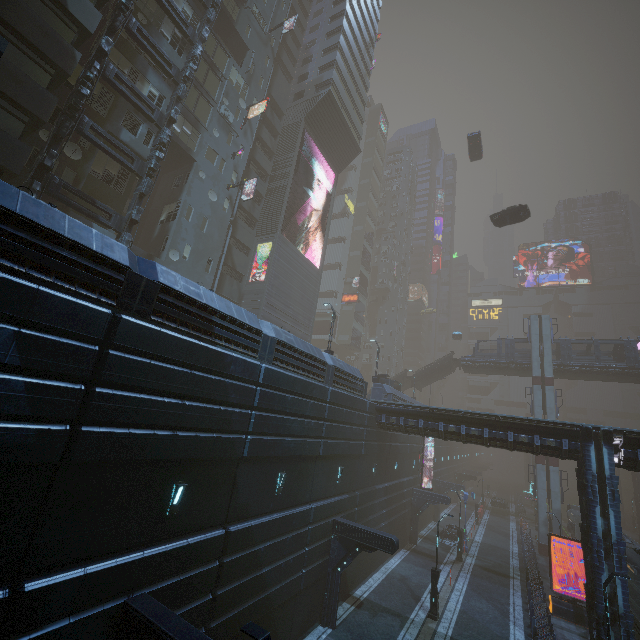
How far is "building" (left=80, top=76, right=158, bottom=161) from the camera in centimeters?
1948cm

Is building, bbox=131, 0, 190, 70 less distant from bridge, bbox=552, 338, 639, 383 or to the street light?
the street light

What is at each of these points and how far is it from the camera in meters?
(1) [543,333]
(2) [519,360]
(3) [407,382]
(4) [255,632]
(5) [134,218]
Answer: (1) sm, 40.5 m
(2) bridge, 41.9 m
(3) stairs, 50.1 m
(4) street light, 6.8 m
(5) building structure, 19.1 m

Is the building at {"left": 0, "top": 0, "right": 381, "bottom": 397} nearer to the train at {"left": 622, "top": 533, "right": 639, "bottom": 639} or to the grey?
the train at {"left": 622, "top": 533, "right": 639, "bottom": 639}

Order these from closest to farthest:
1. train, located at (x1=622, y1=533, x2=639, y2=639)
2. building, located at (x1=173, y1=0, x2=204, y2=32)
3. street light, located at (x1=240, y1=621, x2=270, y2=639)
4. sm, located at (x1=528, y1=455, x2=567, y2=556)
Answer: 1. street light, located at (x1=240, y1=621, x2=270, y2=639)
2. train, located at (x1=622, y1=533, x2=639, y2=639)
3. building, located at (x1=173, y1=0, x2=204, y2=32)
4. sm, located at (x1=528, y1=455, x2=567, y2=556)

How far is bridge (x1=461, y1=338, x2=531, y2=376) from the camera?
41.9 meters

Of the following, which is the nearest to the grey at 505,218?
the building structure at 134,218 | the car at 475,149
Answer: the car at 475,149

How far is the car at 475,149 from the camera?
42.7m
